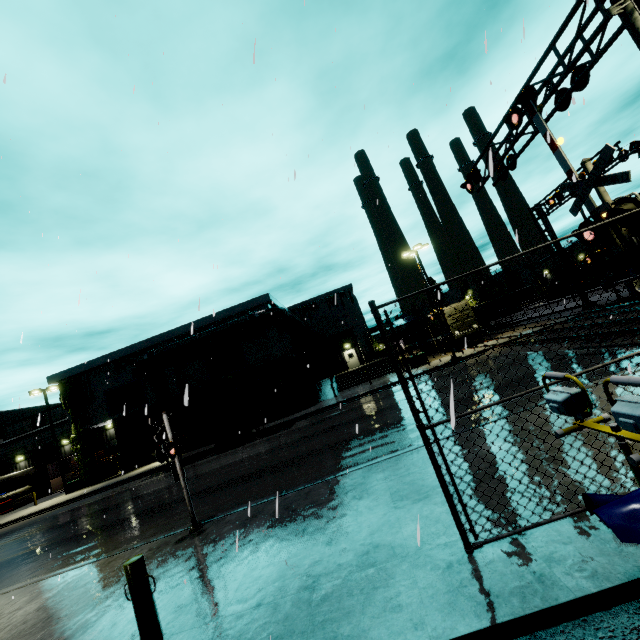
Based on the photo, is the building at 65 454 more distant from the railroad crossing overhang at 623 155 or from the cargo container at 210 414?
the railroad crossing overhang at 623 155

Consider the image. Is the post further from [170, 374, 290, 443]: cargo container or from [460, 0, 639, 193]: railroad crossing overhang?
[460, 0, 639, 193]: railroad crossing overhang

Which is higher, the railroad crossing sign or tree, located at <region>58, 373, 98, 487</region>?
tree, located at <region>58, 373, 98, 487</region>

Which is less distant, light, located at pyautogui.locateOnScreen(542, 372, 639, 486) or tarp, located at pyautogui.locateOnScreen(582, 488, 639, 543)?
light, located at pyautogui.locateOnScreen(542, 372, 639, 486)

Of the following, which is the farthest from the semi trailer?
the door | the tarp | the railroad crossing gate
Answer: the railroad crossing gate

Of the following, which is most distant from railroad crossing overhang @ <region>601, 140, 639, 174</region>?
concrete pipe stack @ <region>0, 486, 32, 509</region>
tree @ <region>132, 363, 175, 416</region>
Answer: concrete pipe stack @ <region>0, 486, 32, 509</region>

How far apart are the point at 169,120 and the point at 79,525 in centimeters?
1887cm

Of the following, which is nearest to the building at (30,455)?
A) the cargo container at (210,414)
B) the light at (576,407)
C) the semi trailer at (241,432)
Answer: the cargo container at (210,414)
